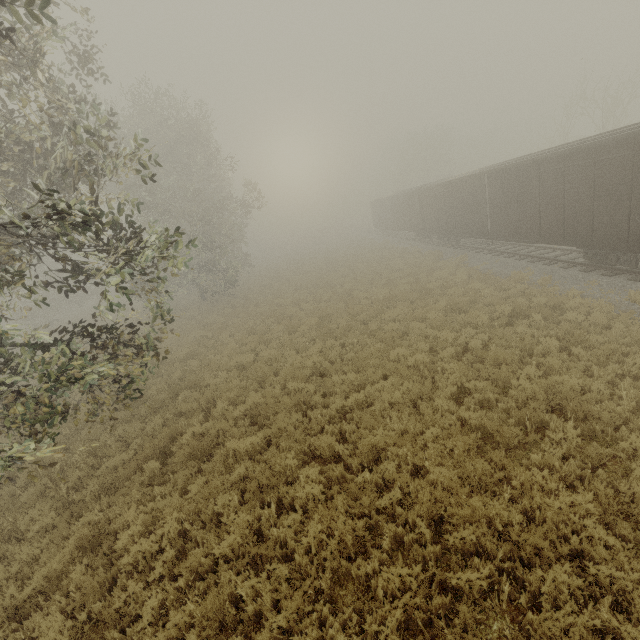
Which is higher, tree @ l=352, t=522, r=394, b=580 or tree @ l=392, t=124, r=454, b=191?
tree @ l=392, t=124, r=454, b=191

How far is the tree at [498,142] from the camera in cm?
5181

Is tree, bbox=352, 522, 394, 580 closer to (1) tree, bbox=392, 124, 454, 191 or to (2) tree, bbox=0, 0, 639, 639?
(2) tree, bbox=0, 0, 639, 639

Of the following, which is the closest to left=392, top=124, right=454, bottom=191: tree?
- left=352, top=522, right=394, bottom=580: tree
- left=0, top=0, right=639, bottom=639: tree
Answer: left=0, top=0, right=639, bottom=639: tree

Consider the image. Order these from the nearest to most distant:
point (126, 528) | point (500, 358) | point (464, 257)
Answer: point (126, 528), point (500, 358), point (464, 257)

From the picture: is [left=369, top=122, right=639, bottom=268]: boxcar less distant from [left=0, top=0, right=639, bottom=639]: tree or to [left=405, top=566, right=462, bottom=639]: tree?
[left=405, top=566, right=462, bottom=639]: tree

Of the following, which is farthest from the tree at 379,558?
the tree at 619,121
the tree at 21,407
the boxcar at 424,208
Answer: the tree at 619,121

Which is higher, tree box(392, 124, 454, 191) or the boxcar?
tree box(392, 124, 454, 191)
